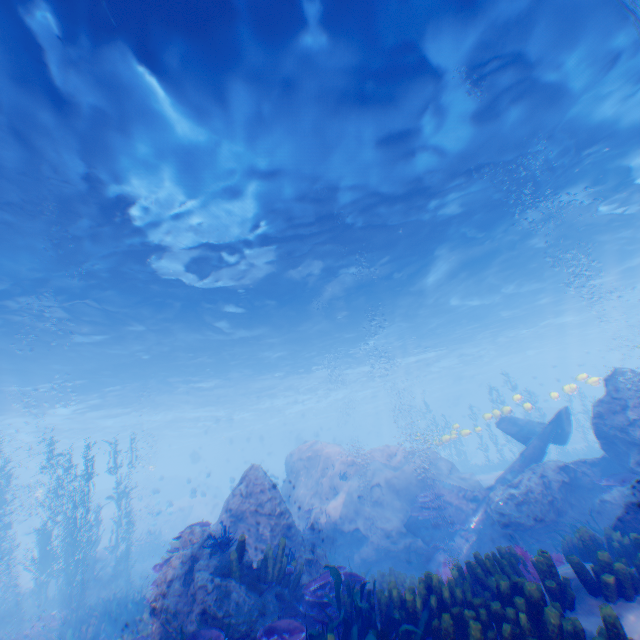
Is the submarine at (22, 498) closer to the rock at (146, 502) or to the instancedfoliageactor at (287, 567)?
the rock at (146, 502)

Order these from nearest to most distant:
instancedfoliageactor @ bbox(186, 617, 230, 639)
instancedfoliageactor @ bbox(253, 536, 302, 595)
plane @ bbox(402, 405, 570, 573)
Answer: instancedfoliageactor @ bbox(186, 617, 230, 639)
instancedfoliageactor @ bbox(253, 536, 302, 595)
plane @ bbox(402, 405, 570, 573)

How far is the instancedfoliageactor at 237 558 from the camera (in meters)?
5.99

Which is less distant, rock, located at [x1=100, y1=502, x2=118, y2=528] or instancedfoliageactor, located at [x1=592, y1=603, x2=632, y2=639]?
instancedfoliageactor, located at [x1=592, y1=603, x2=632, y2=639]

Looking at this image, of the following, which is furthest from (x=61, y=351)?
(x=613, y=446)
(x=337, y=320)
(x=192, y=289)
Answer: (x=613, y=446)

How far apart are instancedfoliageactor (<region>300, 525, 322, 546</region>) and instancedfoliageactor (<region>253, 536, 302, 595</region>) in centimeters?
810cm

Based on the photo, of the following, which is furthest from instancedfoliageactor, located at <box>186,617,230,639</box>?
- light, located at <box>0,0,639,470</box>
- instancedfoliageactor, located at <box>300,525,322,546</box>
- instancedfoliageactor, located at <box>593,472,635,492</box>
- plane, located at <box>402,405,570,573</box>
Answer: light, located at <box>0,0,639,470</box>

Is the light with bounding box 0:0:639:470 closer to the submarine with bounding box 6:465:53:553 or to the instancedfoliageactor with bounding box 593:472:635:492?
the submarine with bounding box 6:465:53:553
